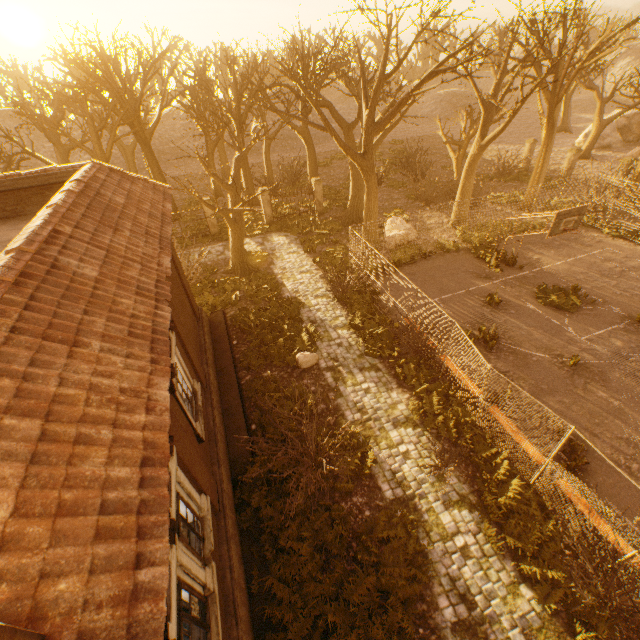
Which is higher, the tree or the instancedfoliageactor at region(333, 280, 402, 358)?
the tree

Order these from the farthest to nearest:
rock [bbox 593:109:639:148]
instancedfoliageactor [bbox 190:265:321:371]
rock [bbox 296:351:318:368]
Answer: rock [bbox 593:109:639:148], instancedfoliageactor [bbox 190:265:321:371], rock [bbox 296:351:318:368]

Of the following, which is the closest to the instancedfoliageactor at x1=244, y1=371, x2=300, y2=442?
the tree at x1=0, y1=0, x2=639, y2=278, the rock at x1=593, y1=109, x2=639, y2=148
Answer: the tree at x1=0, y1=0, x2=639, y2=278

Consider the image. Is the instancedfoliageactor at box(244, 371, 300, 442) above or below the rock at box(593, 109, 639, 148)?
below

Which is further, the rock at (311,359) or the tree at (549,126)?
the tree at (549,126)

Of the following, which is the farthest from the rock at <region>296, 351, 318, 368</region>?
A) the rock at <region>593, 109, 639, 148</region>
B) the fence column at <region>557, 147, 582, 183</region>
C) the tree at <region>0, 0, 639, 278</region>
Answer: the rock at <region>593, 109, 639, 148</region>

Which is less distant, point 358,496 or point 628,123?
point 358,496

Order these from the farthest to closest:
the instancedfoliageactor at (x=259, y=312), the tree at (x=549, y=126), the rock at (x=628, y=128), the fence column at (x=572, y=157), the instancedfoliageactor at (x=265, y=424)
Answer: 1. the rock at (x=628, y=128)
2. the fence column at (x=572, y=157)
3. the tree at (x=549, y=126)
4. the instancedfoliageactor at (x=259, y=312)
5. the instancedfoliageactor at (x=265, y=424)
